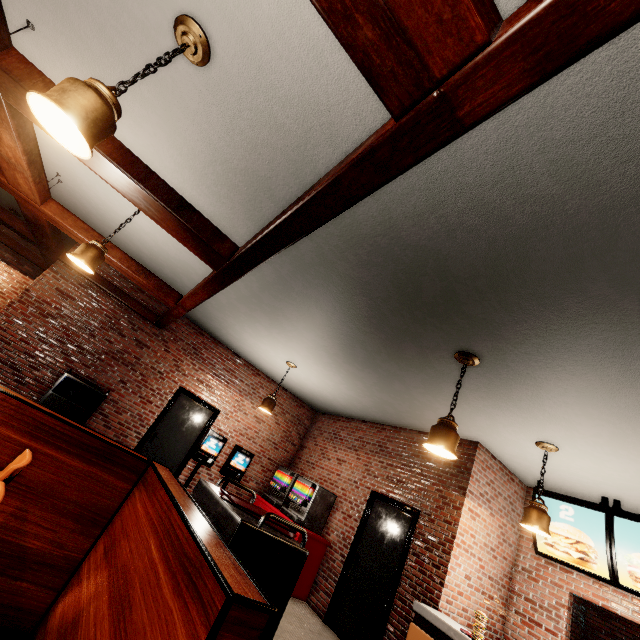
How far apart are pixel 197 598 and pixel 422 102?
2.0 meters
